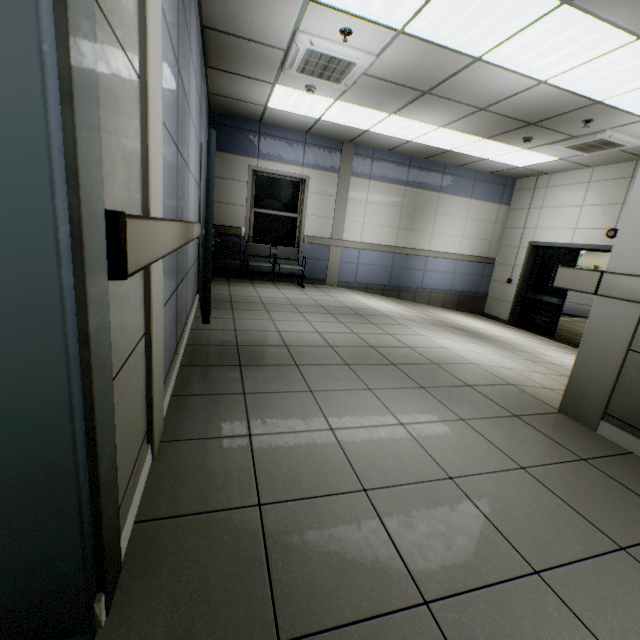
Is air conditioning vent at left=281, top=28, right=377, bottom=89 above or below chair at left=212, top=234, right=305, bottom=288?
above

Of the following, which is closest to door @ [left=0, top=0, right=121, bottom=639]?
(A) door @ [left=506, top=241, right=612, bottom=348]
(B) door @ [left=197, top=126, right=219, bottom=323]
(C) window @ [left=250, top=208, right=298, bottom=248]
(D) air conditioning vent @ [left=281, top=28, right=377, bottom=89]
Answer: (B) door @ [left=197, top=126, right=219, bottom=323]

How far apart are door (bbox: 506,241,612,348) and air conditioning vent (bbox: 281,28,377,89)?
6.2 meters

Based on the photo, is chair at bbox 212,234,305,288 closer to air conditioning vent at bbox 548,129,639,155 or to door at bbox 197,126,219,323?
door at bbox 197,126,219,323

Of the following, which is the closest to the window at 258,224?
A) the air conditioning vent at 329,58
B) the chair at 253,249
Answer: the chair at 253,249

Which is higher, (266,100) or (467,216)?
(266,100)

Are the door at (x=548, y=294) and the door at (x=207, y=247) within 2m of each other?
no

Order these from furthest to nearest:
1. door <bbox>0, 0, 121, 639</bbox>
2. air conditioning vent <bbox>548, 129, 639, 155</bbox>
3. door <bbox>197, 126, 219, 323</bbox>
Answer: air conditioning vent <bbox>548, 129, 639, 155</bbox>
door <bbox>197, 126, 219, 323</bbox>
door <bbox>0, 0, 121, 639</bbox>
